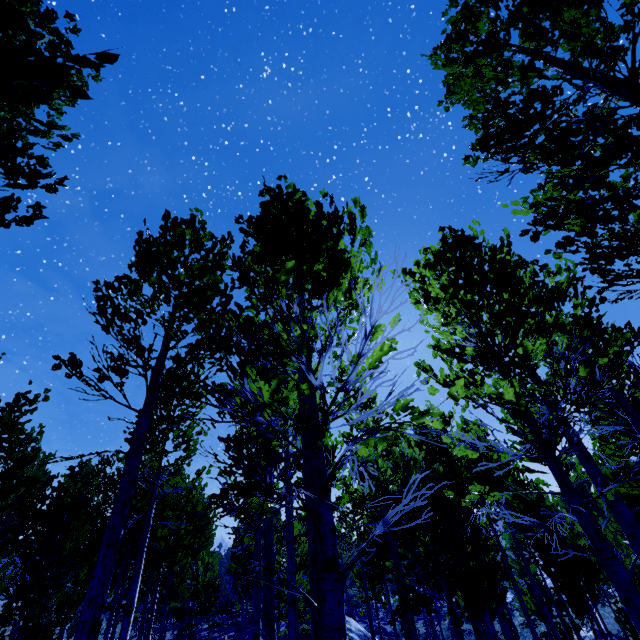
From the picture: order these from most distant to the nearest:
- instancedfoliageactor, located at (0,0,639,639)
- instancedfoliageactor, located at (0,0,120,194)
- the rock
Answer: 1. the rock
2. instancedfoliageactor, located at (0,0,639,639)
3. instancedfoliageactor, located at (0,0,120,194)

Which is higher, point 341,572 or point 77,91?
point 77,91

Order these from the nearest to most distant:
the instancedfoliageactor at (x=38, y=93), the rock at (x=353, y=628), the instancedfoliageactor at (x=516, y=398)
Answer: the instancedfoliageactor at (x=38, y=93) → the instancedfoliageactor at (x=516, y=398) → the rock at (x=353, y=628)

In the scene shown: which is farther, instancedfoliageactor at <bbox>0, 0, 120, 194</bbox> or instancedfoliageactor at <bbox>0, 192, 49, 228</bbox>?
instancedfoliageactor at <bbox>0, 192, 49, 228</bbox>

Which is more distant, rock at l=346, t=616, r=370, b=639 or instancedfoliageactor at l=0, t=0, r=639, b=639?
rock at l=346, t=616, r=370, b=639

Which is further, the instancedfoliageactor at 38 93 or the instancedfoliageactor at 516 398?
the instancedfoliageactor at 516 398
